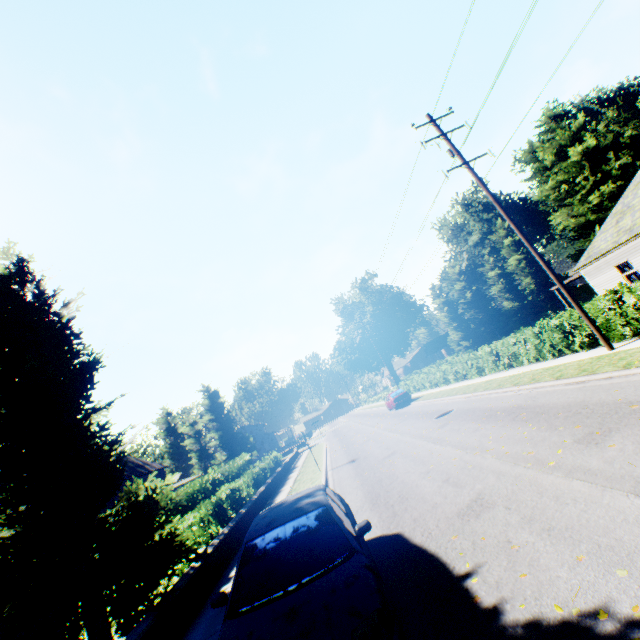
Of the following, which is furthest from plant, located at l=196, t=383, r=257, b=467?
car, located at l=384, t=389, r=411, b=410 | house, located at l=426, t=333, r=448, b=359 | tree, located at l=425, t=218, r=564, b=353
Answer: car, located at l=384, t=389, r=411, b=410

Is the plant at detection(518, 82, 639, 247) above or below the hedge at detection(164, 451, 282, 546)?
above

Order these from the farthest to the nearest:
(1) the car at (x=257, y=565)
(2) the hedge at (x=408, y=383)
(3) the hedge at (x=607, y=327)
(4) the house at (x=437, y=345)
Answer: (4) the house at (x=437, y=345) < (2) the hedge at (x=408, y=383) < (3) the hedge at (x=607, y=327) < (1) the car at (x=257, y=565)

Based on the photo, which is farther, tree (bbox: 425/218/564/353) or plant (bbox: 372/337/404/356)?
plant (bbox: 372/337/404/356)

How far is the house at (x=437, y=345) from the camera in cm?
5540

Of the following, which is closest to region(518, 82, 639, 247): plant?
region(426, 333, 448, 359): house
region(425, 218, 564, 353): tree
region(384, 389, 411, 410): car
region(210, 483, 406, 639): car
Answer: region(425, 218, 564, 353): tree

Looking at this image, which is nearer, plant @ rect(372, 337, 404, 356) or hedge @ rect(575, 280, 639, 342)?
hedge @ rect(575, 280, 639, 342)

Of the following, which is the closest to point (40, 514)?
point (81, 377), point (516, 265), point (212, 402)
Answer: point (81, 377)
